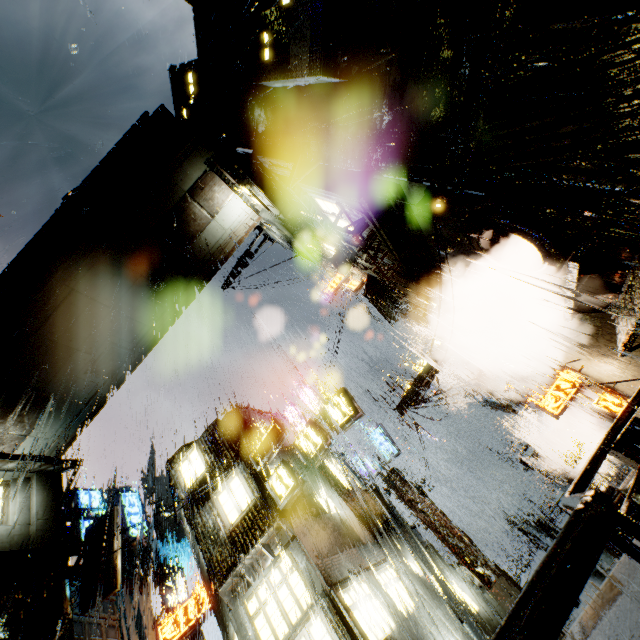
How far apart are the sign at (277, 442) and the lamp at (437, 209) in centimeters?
1083cm

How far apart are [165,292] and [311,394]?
13.64m

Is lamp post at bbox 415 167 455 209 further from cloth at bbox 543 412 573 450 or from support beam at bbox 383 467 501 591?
support beam at bbox 383 467 501 591

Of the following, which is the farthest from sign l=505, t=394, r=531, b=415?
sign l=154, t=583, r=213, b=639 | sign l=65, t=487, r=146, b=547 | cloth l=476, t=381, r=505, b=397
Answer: sign l=65, t=487, r=146, b=547

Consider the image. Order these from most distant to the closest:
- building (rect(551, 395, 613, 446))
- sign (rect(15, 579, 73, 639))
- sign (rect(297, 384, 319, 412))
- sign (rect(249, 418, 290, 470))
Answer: sign (rect(297, 384, 319, 412)) < building (rect(551, 395, 613, 446)) < sign (rect(249, 418, 290, 470)) < sign (rect(15, 579, 73, 639))

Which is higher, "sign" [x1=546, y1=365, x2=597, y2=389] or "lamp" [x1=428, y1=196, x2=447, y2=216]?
"lamp" [x1=428, y1=196, x2=447, y2=216]

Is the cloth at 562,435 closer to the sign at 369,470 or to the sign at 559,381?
the sign at 559,381

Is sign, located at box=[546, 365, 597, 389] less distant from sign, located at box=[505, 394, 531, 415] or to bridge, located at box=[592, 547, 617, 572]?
sign, located at box=[505, 394, 531, 415]
